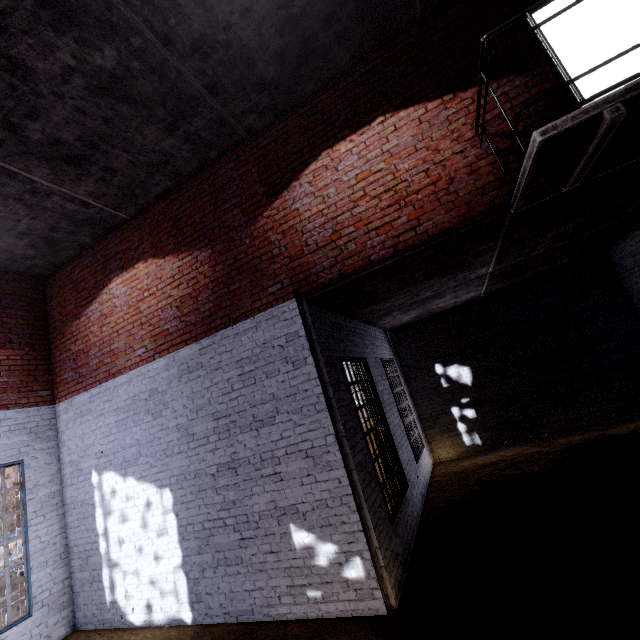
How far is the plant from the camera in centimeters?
278cm

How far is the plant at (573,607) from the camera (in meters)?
2.78

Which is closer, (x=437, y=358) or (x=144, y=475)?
(x=144, y=475)
